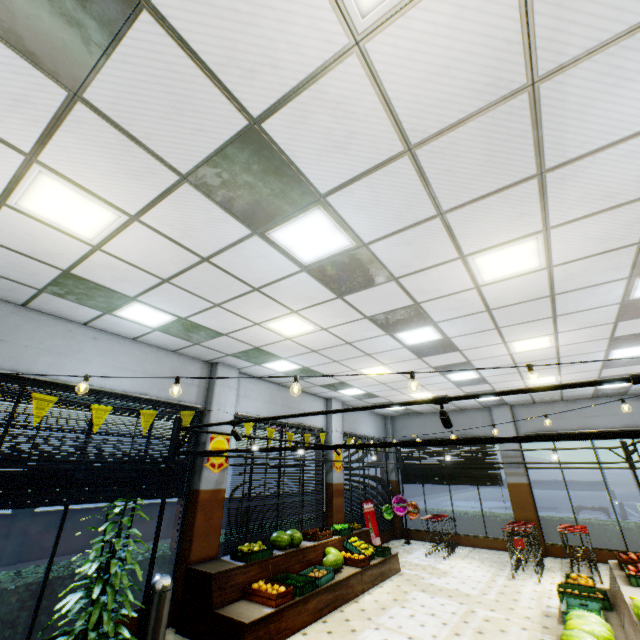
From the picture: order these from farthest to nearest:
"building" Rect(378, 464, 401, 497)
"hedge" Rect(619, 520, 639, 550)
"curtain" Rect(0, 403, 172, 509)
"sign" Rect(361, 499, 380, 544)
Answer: "building" Rect(378, 464, 401, 497), "sign" Rect(361, 499, 380, 544), "hedge" Rect(619, 520, 639, 550), "curtain" Rect(0, 403, 172, 509)

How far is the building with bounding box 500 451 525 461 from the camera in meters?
12.0 m

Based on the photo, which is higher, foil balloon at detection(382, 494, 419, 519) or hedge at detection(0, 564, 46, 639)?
foil balloon at detection(382, 494, 419, 519)

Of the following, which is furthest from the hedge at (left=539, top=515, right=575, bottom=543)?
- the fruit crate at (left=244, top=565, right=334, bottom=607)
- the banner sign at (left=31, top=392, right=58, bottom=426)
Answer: the banner sign at (left=31, top=392, right=58, bottom=426)

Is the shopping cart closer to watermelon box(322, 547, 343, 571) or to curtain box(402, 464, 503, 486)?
curtain box(402, 464, 503, 486)

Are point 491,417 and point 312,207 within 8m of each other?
no

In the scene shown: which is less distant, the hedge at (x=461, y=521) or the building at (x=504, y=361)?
the building at (x=504, y=361)

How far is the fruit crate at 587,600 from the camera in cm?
525
